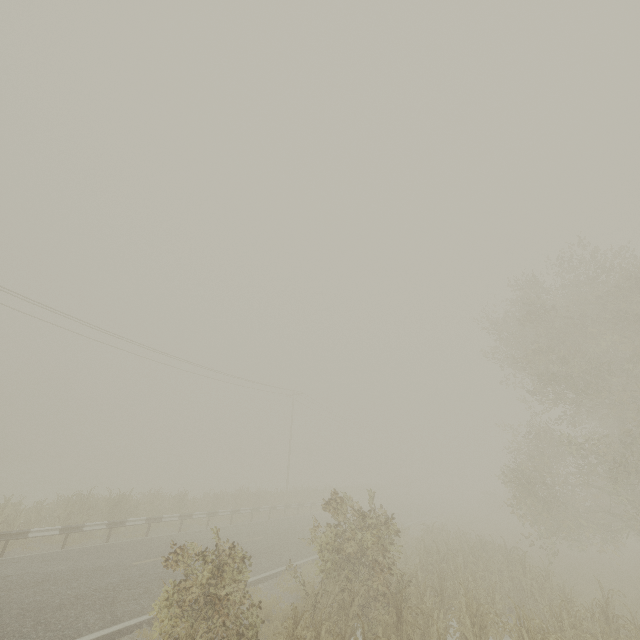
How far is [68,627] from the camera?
7.6m
